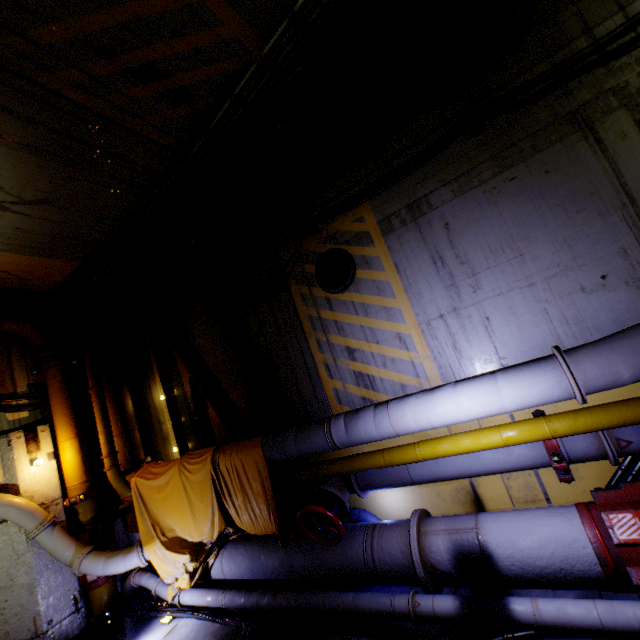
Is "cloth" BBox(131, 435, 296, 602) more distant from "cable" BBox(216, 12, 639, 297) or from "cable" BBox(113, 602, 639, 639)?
"cable" BBox(216, 12, 639, 297)

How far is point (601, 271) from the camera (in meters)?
4.04

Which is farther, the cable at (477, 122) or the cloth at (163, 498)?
the cloth at (163, 498)

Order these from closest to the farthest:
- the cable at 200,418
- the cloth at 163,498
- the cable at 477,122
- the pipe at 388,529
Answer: the pipe at 388,529
the cable at 477,122
the cloth at 163,498
the cable at 200,418

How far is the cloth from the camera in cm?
534

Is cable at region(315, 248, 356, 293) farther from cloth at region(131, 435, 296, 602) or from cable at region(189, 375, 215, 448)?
cloth at region(131, 435, 296, 602)

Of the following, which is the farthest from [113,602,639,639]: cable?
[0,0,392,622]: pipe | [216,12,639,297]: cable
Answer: [216,12,639,297]: cable

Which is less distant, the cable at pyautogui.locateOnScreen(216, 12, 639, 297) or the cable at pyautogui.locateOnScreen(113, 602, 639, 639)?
the cable at pyautogui.locateOnScreen(113, 602, 639, 639)
